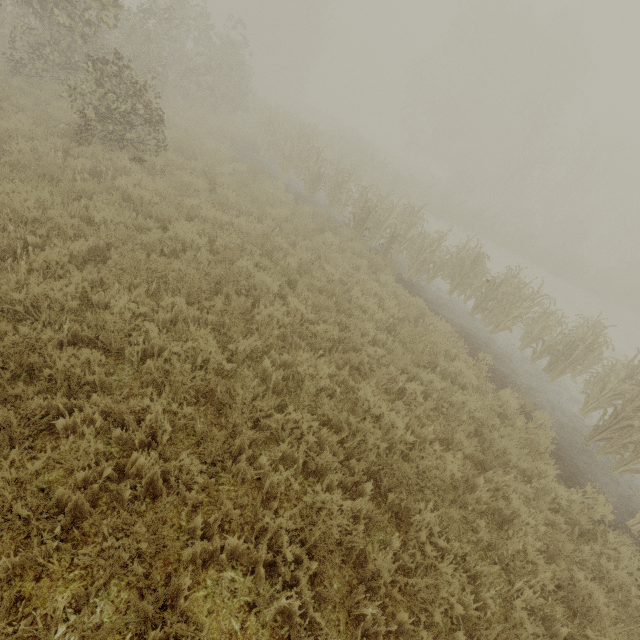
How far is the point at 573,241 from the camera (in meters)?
28.92
